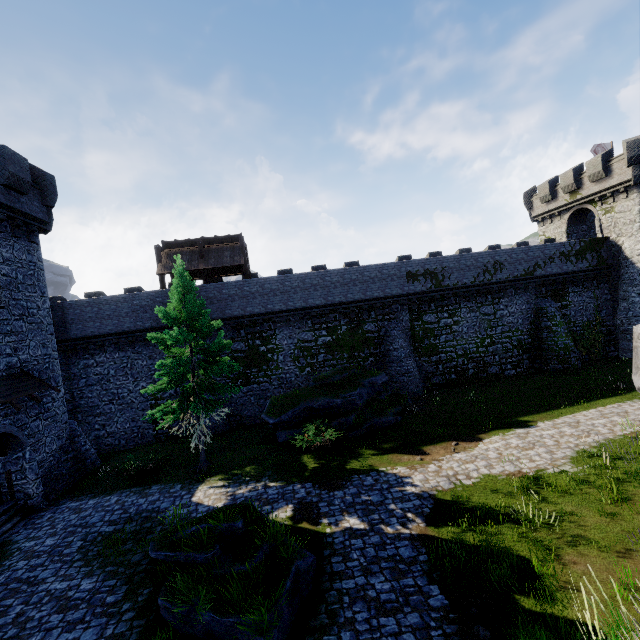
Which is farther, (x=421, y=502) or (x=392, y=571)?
(x=421, y=502)

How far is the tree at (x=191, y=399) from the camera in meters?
14.6 m

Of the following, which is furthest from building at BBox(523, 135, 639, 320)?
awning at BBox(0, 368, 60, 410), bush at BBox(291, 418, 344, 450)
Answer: awning at BBox(0, 368, 60, 410)

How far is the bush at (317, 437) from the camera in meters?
15.7

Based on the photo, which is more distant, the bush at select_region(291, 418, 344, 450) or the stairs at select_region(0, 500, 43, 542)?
the bush at select_region(291, 418, 344, 450)

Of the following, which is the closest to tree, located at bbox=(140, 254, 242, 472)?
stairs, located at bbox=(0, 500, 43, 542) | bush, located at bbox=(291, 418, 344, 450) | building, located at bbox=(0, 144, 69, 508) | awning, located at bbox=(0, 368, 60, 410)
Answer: bush, located at bbox=(291, 418, 344, 450)

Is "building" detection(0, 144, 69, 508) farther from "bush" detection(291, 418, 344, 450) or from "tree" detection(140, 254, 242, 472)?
"bush" detection(291, 418, 344, 450)

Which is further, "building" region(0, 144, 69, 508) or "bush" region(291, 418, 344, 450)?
"bush" region(291, 418, 344, 450)
